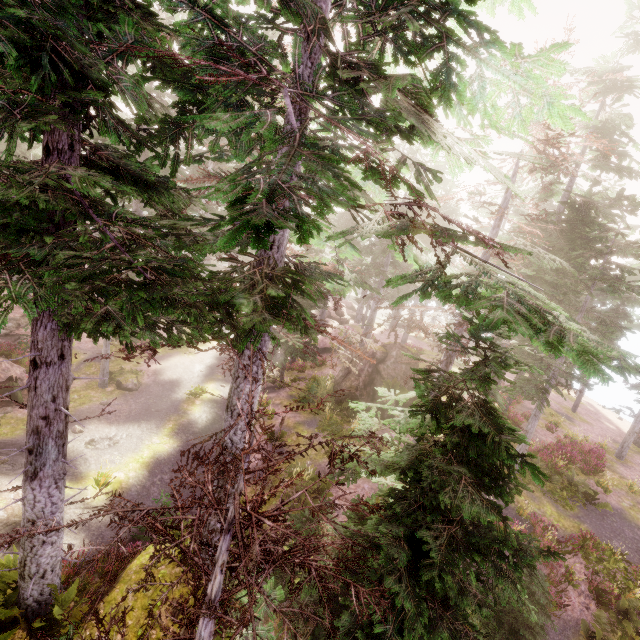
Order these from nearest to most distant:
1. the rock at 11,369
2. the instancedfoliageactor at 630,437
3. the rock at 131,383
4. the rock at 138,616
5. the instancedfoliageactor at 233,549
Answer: the instancedfoliageactor at 233,549 < the rock at 138,616 < the rock at 11,369 < the rock at 131,383 < the instancedfoliageactor at 630,437

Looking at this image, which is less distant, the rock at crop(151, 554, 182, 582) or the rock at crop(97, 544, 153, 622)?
the rock at crop(97, 544, 153, 622)

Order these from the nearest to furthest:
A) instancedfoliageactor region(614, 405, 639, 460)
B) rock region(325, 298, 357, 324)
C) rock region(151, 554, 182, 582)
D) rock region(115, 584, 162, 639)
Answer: rock region(115, 584, 162, 639) < rock region(151, 554, 182, 582) < instancedfoliageactor region(614, 405, 639, 460) < rock region(325, 298, 357, 324)

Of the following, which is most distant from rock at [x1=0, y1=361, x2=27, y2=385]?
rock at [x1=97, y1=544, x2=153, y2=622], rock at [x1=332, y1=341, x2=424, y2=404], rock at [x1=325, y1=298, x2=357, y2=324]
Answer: rock at [x1=325, y1=298, x2=357, y2=324]

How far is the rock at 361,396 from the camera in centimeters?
1947cm

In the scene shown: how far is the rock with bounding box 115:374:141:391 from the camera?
19.1 meters

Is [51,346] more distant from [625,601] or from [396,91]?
[625,601]

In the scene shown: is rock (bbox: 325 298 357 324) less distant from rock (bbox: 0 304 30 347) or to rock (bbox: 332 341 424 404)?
rock (bbox: 332 341 424 404)
